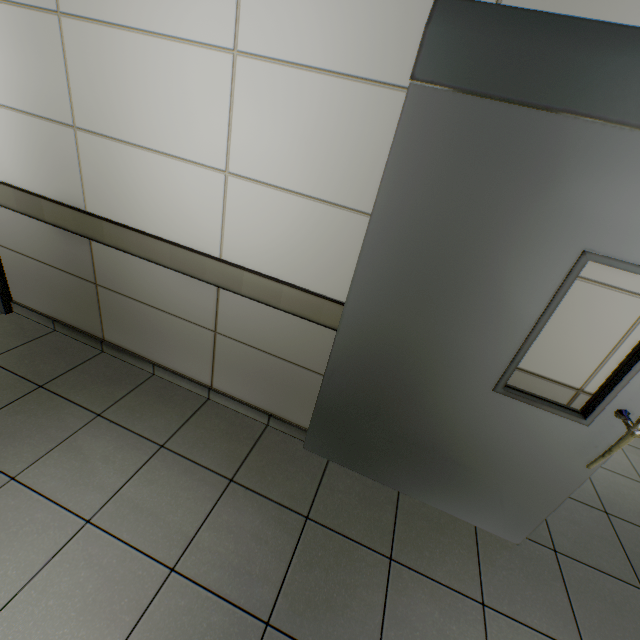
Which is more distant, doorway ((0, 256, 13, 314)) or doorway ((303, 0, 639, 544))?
doorway ((0, 256, 13, 314))

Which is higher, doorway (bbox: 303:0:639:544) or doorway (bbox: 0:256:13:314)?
doorway (bbox: 303:0:639:544)

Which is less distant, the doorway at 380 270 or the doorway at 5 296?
the doorway at 380 270

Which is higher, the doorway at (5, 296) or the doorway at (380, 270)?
the doorway at (380, 270)

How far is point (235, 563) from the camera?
1.58m
